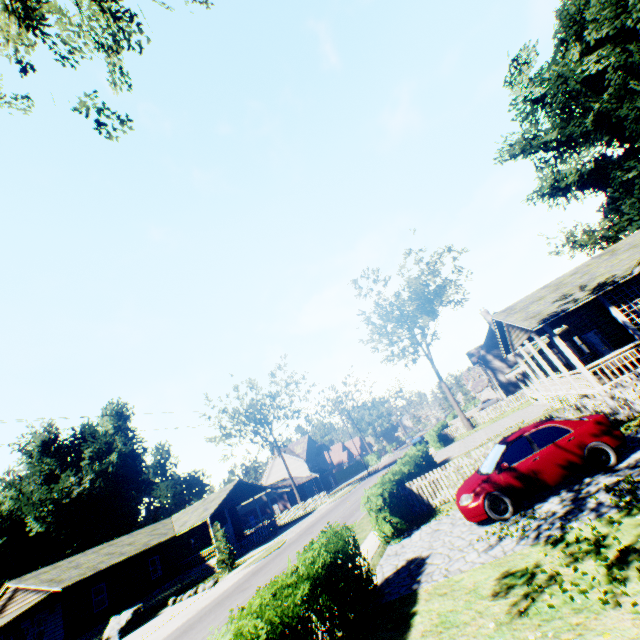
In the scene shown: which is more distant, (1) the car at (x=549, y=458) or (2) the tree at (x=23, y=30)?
(1) the car at (x=549, y=458)

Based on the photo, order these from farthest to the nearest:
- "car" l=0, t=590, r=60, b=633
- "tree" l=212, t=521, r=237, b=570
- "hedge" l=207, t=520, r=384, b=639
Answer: "tree" l=212, t=521, r=237, b=570 < "car" l=0, t=590, r=60, b=633 < "hedge" l=207, t=520, r=384, b=639

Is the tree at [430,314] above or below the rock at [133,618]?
above

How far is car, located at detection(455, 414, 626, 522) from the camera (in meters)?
8.69

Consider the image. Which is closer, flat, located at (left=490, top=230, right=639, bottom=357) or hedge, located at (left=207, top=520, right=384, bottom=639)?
hedge, located at (left=207, top=520, right=384, bottom=639)

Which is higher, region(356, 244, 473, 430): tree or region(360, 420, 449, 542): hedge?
region(356, 244, 473, 430): tree

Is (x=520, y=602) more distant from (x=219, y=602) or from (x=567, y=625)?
(x=219, y=602)

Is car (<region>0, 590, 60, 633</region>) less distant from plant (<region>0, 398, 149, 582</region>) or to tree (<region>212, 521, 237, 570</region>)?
tree (<region>212, 521, 237, 570</region>)
